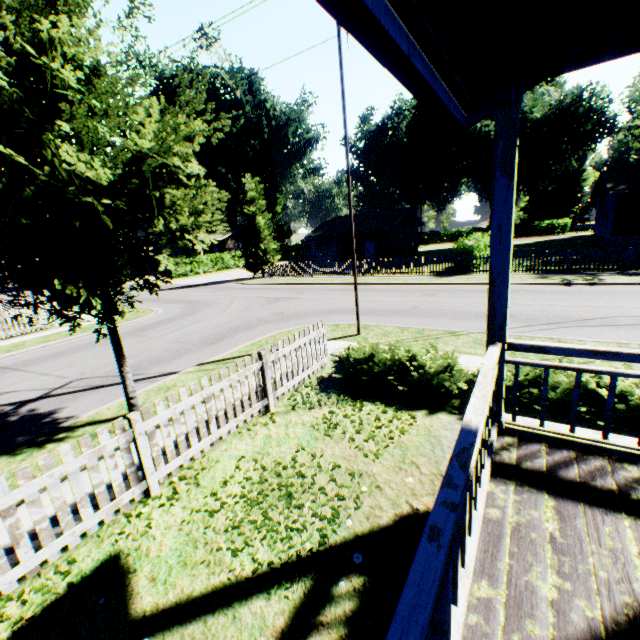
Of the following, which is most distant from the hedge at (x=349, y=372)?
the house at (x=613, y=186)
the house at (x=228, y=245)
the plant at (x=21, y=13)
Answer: the house at (x=228, y=245)

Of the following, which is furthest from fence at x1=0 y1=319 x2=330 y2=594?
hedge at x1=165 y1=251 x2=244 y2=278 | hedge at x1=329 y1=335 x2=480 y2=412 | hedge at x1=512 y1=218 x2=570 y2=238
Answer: hedge at x1=512 y1=218 x2=570 y2=238

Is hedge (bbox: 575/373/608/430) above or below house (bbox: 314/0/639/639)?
below

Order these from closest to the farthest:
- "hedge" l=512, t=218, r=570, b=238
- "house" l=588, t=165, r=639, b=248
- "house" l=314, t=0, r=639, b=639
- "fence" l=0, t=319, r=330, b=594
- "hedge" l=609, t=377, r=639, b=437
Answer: "house" l=314, t=0, r=639, b=639
"fence" l=0, t=319, r=330, b=594
"hedge" l=609, t=377, r=639, b=437
"house" l=588, t=165, r=639, b=248
"hedge" l=512, t=218, r=570, b=238

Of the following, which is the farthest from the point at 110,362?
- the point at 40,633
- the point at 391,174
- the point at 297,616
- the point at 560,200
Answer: the point at 560,200

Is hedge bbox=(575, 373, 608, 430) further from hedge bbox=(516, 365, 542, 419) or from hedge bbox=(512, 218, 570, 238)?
hedge bbox=(512, 218, 570, 238)

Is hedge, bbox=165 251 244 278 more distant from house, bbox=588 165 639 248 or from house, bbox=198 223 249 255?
house, bbox=588 165 639 248

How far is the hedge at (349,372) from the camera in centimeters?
607cm
